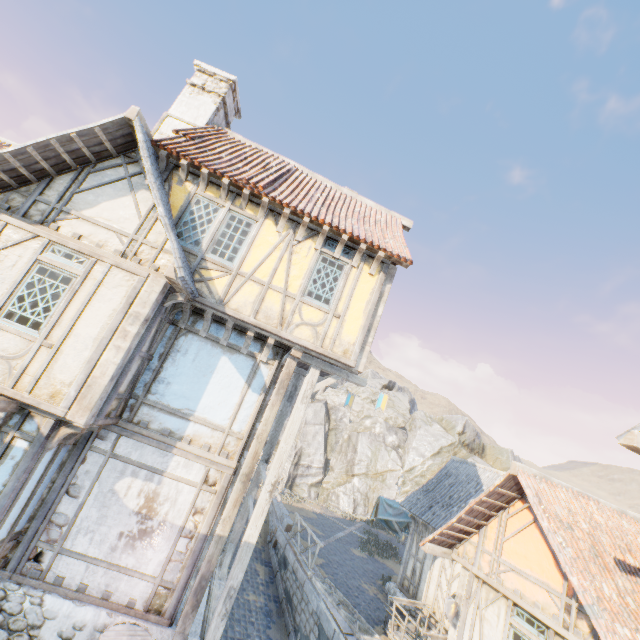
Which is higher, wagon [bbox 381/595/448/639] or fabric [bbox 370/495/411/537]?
fabric [bbox 370/495/411/537]

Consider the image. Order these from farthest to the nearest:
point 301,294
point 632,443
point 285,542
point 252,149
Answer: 1. point 285,542
2. point 252,149
3. point 301,294
4. point 632,443

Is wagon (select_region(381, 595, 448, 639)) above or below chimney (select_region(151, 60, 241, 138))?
below

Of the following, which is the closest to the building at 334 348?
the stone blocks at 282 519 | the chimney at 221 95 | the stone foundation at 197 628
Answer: the stone foundation at 197 628

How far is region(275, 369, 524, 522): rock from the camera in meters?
34.8

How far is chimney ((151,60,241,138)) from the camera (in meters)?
9.98

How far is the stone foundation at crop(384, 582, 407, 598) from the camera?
13.3m

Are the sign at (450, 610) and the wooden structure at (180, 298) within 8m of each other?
no
